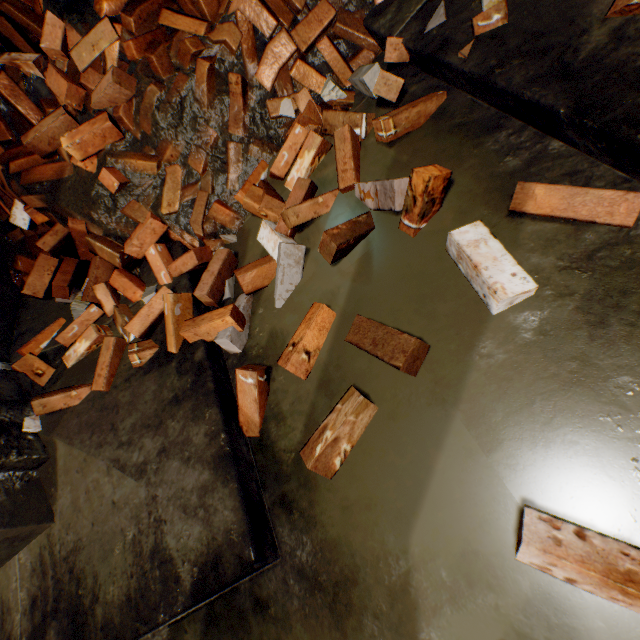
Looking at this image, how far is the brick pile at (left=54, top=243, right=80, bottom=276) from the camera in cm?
245

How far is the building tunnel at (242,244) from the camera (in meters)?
1.84

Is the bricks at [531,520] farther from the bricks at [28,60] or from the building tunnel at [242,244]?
the bricks at [28,60]

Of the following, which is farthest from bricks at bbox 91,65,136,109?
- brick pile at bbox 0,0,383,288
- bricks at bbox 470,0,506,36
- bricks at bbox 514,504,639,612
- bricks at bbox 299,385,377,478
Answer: bricks at bbox 514,504,639,612

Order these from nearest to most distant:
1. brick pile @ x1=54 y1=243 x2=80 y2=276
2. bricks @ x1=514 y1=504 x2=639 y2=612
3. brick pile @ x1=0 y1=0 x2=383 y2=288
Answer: bricks @ x1=514 y1=504 x2=639 y2=612, brick pile @ x1=0 y1=0 x2=383 y2=288, brick pile @ x1=54 y1=243 x2=80 y2=276

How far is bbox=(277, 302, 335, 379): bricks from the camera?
1.3 meters

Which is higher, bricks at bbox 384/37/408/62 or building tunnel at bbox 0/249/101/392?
building tunnel at bbox 0/249/101/392

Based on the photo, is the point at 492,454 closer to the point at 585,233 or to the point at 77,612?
the point at 585,233
